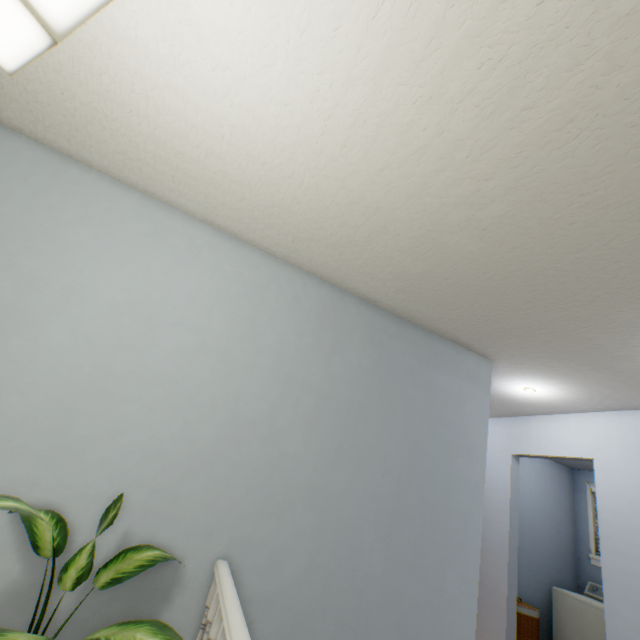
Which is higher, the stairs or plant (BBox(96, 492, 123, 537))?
plant (BBox(96, 492, 123, 537))

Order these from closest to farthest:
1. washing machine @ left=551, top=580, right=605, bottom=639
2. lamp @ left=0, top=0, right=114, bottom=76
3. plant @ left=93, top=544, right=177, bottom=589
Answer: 1. lamp @ left=0, top=0, right=114, bottom=76
2. plant @ left=93, top=544, right=177, bottom=589
3. washing machine @ left=551, top=580, right=605, bottom=639

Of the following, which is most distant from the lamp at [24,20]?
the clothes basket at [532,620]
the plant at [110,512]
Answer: the clothes basket at [532,620]

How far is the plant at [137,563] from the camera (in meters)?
1.22

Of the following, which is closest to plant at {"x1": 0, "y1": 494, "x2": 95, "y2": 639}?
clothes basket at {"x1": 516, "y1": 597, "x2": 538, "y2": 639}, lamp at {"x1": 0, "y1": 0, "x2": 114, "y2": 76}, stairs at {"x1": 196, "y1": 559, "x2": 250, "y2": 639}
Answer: stairs at {"x1": 196, "y1": 559, "x2": 250, "y2": 639}

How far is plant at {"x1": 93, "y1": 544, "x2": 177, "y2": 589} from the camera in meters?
1.2 m

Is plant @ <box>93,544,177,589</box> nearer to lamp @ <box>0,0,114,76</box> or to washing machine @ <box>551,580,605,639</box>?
lamp @ <box>0,0,114,76</box>

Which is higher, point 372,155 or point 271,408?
point 372,155
